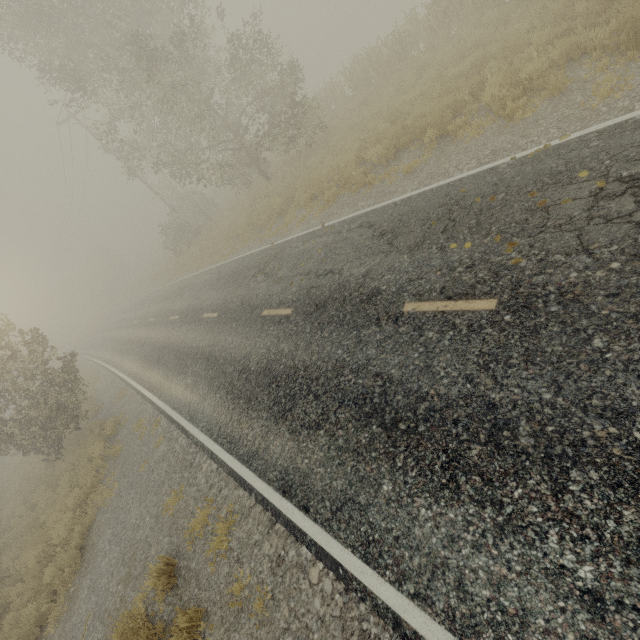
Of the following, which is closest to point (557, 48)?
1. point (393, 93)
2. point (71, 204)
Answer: point (393, 93)

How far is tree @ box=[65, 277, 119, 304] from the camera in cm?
5541

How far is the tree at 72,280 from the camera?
55.4m

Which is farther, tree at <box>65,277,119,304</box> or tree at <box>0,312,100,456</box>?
tree at <box>65,277,119,304</box>

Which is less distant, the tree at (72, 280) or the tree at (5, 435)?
the tree at (5, 435)
